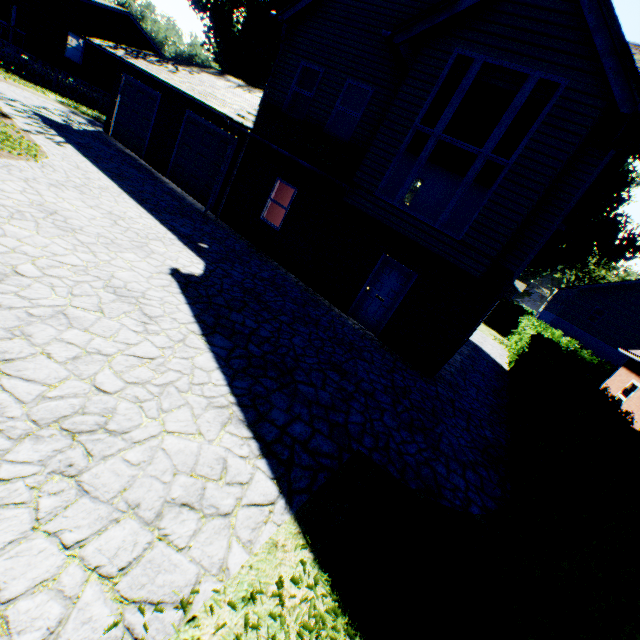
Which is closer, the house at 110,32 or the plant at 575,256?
the house at 110,32

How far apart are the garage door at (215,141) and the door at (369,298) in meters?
7.5 m

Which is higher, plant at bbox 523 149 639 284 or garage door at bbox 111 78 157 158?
plant at bbox 523 149 639 284

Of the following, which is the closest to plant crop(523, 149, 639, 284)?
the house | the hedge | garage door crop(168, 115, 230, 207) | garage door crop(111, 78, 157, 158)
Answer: the hedge

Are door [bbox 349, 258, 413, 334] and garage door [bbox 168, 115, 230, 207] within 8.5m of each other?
yes

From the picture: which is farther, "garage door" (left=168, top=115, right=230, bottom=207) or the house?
the house

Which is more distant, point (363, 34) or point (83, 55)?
point (83, 55)

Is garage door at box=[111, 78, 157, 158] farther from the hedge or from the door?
the hedge
